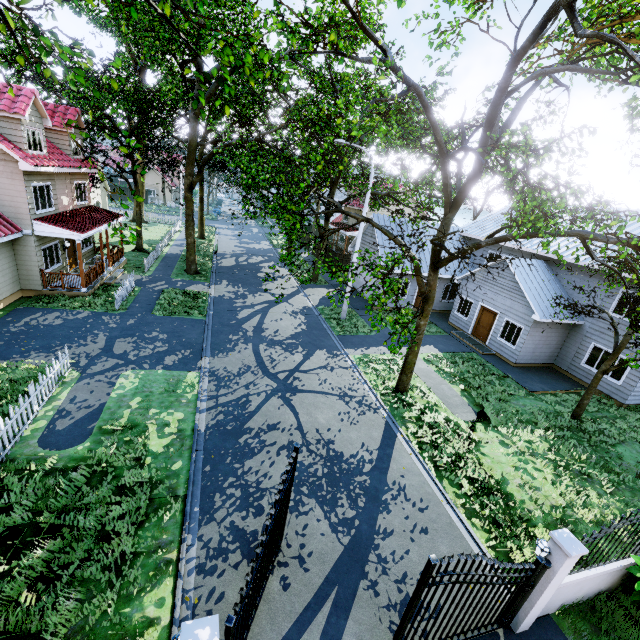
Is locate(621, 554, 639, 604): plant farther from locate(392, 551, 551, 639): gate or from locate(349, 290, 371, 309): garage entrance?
locate(349, 290, 371, 309): garage entrance

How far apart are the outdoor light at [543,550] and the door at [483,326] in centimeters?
1516cm

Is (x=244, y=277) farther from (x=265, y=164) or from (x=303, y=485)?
(x=303, y=485)

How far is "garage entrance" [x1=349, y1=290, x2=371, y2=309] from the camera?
23.59m

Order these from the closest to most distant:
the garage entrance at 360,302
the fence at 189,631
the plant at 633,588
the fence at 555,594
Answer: the fence at 189,631
the fence at 555,594
the plant at 633,588
the garage entrance at 360,302

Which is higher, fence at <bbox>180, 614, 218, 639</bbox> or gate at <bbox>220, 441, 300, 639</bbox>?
fence at <bbox>180, 614, 218, 639</bbox>

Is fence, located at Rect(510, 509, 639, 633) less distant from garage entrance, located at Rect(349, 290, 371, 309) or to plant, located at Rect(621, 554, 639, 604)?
plant, located at Rect(621, 554, 639, 604)

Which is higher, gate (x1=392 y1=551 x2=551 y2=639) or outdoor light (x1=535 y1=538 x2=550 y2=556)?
outdoor light (x1=535 y1=538 x2=550 y2=556)
